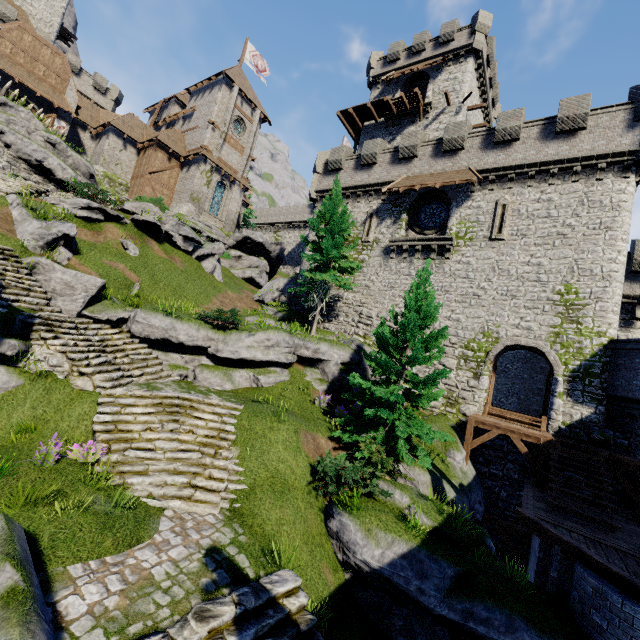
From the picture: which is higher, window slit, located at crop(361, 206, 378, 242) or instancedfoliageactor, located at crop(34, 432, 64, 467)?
window slit, located at crop(361, 206, 378, 242)

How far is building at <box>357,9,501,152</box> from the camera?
27.9 meters

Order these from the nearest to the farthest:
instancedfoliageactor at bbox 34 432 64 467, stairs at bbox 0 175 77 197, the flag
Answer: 1. instancedfoliageactor at bbox 34 432 64 467
2. stairs at bbox 0 175 77 197
3. the flag

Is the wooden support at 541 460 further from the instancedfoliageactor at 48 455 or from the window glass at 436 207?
the instancedfoliageactor at 48 455

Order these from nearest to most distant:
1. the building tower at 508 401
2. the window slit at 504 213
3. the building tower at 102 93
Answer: the window slit at 504 213
the building tower at 508 401
the building tower at 102 93

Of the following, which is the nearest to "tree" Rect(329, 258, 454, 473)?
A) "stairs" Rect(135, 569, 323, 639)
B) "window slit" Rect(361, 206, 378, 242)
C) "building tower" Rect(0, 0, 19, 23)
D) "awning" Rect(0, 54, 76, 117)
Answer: "stairs" Rect(135, 569, 323, 639)

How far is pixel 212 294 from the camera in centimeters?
2219cm

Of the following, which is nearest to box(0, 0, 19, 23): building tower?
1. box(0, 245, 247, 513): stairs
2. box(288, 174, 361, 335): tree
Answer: box(288, 174, 361, 335): tree
